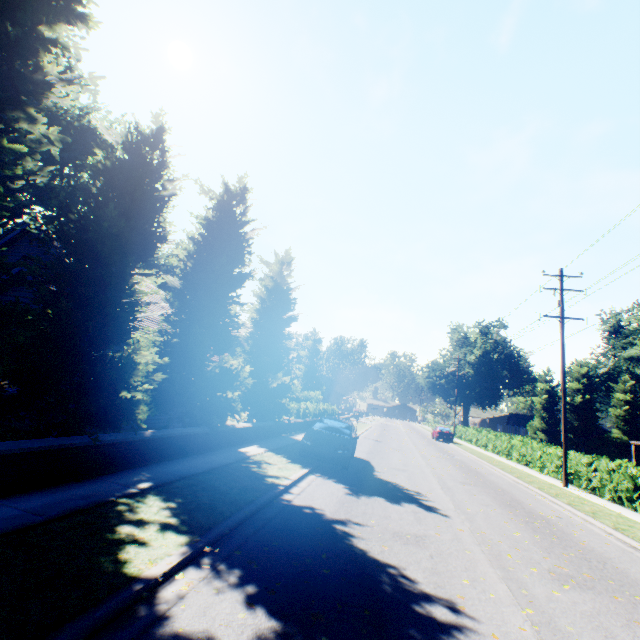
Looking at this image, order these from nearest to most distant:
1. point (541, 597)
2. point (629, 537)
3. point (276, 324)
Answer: point (541, 597) → point (629, 537) → point (276, 324)

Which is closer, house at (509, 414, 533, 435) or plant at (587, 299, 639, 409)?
plant at (587, 299, 639, 409)

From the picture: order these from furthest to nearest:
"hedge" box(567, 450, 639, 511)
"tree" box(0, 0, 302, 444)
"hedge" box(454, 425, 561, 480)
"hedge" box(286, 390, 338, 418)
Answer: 1. "hedge" box(286, 390, 338, 418)
2. "hedge" box(454, 425, 561, 480)
3. "hedge" box(567, 450, 639, 511)
4. "tree" box(0, 0, 302, 444)

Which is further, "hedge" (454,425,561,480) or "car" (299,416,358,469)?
"hedge" (454,425,561,480)

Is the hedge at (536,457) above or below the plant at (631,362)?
below

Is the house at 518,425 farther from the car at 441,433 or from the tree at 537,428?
the car at 441,433

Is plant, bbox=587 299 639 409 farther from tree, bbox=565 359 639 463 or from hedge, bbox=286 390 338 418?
hedge, bbox=286 390 338 418
